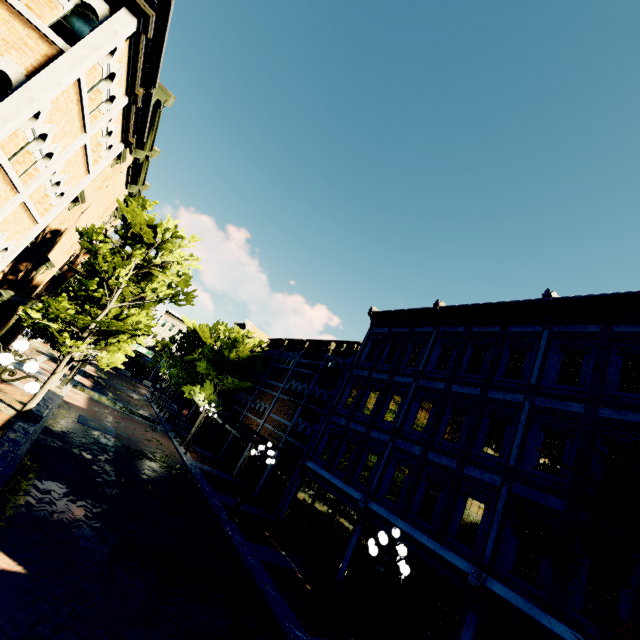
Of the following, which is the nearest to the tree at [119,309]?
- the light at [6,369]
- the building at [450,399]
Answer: the building at [450,399]

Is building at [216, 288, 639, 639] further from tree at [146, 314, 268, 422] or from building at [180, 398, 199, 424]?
building at [180, 398, 199, 424]

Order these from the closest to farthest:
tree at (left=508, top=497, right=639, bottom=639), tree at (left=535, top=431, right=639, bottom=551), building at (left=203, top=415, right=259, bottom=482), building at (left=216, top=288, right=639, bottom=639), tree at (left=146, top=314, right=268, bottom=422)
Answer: tree at (left=508, top=497, right=639, bottom=639)
tree at (left=535, top=431, right=639, bottom=551)
building at (left=216, top=288, right=639, bottom=639)
building at (left=203, top=415, right=259, bottom=482)
tree at (left=146, top=314, right=268, bottom=422)

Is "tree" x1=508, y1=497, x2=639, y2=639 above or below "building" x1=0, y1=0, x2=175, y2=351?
below

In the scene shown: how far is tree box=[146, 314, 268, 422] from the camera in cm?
2544

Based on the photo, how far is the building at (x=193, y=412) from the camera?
37.62m

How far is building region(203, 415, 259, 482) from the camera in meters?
24.0 m

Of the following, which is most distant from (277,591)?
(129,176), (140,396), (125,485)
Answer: (140,396)
